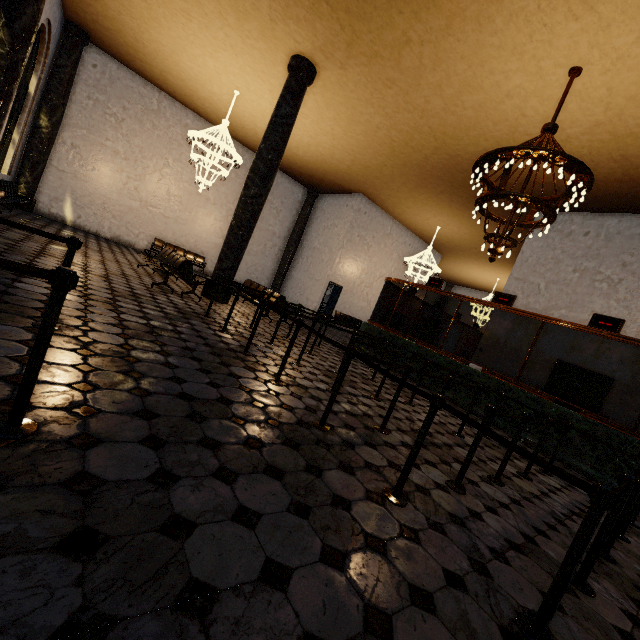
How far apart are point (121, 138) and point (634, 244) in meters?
18.5 m
